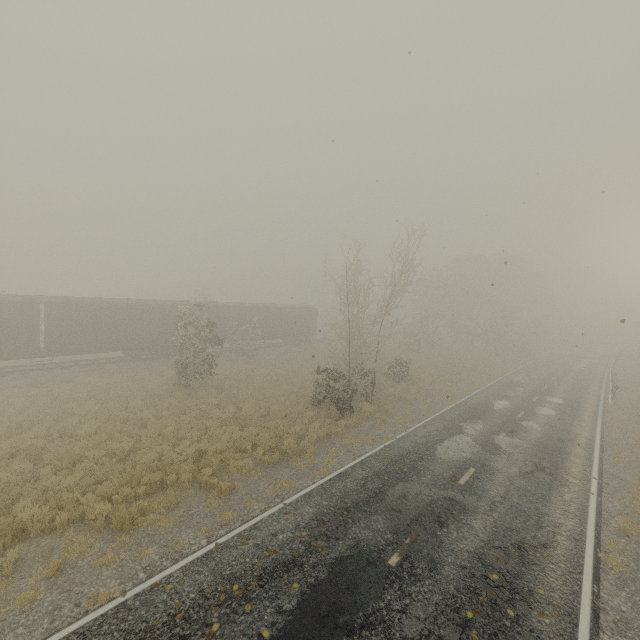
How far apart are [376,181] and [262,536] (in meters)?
11.19
